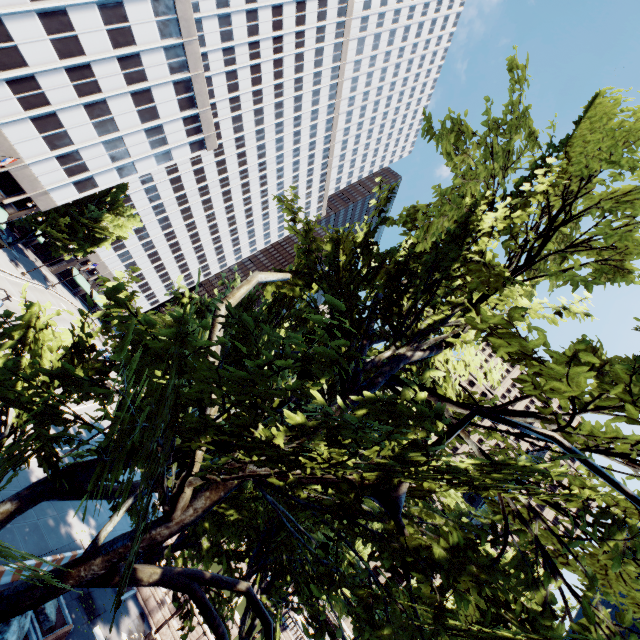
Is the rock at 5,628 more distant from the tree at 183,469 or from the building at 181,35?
the building at 181,35

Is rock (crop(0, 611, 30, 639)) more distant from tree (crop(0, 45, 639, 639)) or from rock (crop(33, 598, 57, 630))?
tree (crop(0, 45, 639, 639))

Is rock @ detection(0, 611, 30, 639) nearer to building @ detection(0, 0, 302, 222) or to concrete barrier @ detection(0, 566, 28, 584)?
concrete barrier @ detection(0, 566, 28, 584)

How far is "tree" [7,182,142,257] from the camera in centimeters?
4575cm

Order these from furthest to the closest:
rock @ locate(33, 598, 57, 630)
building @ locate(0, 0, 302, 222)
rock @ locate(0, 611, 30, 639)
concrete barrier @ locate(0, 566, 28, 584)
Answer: building @ locate(0, 0, 302, 222), rock @ locate(33, 598, 57, 630), concrete barrier @ locate(0, 566, 28, 584), rock @ locate(0, 611, 30, 639)

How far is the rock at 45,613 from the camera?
13.89m

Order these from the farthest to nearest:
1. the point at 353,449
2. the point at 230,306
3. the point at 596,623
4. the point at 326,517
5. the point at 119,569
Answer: the point at 353,449, the point at 326,517, the point at 119,569, the point at 596,623, the point at 230,306

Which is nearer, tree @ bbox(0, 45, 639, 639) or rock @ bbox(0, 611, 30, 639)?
tree @ bbox(0, 45, 639, 639)
